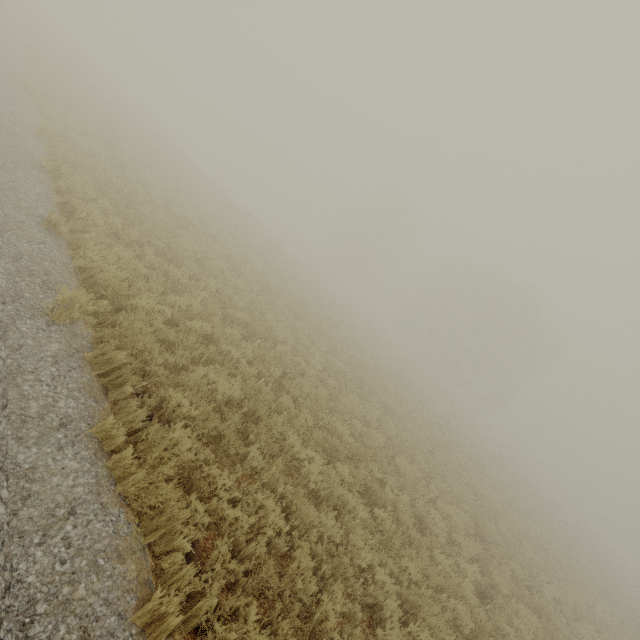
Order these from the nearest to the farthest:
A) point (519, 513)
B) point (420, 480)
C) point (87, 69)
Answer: point (420, 480), point (519, 513), point (87, 69)
